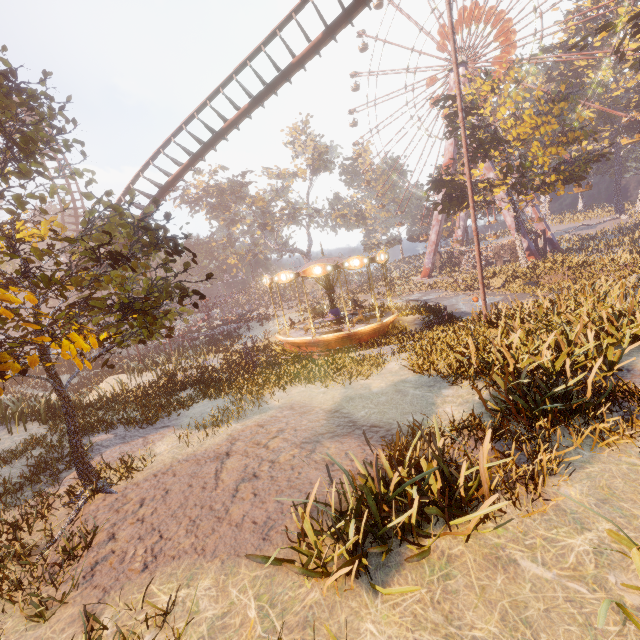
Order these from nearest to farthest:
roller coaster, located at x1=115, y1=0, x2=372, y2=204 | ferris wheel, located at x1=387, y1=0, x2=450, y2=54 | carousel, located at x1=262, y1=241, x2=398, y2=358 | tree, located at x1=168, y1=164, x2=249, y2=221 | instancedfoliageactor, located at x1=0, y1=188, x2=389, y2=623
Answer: instancedfoliageactor, located at x1=0, y1=188, x2=389, y2=623
roller coaster, located at x1=115, y1=0, x2=372, y2=204
carousel, located at x1=262, y1=241, x2=398, y2=358
ferris wheel, located at x1=387, y1=0, x2=450, y2=54
tree, located at x1=168, y1=164, x2=249, y2=221

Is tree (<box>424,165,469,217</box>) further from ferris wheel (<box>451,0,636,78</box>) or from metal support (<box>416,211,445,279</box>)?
ferris wheel (<box>451,0,636,78</box>)

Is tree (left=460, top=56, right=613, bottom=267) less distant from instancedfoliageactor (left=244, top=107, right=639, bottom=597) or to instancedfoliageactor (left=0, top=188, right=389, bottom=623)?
instancedfoliageactor (left=0, top=188, right=389, bottom=623)

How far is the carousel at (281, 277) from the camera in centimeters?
1661cm

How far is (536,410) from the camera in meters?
5.7

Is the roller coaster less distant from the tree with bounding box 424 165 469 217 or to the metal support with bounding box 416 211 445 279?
the tree with bounding box 424 165 469 217

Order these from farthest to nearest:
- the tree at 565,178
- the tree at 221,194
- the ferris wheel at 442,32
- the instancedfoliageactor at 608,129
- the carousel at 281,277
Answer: the tree at 221,194
the ferris wheel at 442,32
the tree at 565,178
the carousel at 281,277
the instancedfoliageactor at 608,129

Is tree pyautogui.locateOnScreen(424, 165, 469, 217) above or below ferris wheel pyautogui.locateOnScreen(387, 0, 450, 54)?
below
